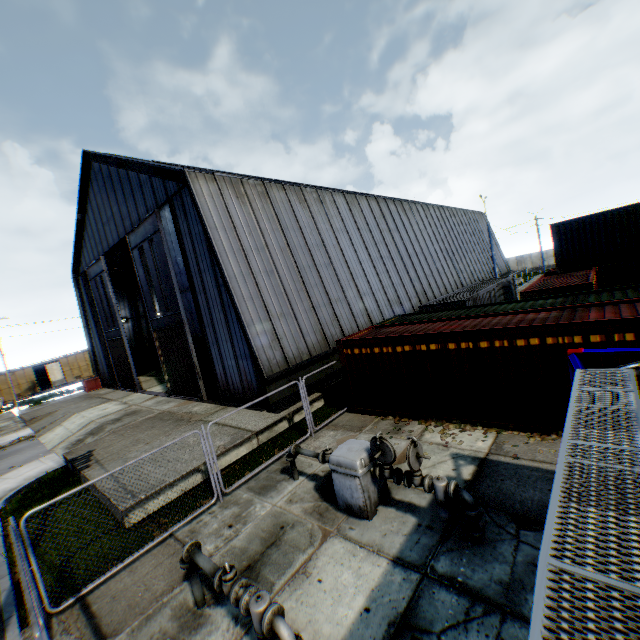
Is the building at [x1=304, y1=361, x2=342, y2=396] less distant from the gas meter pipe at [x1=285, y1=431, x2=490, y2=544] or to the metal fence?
the metal fence

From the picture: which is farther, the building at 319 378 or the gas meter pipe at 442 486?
the building at 319 378

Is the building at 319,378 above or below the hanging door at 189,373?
below

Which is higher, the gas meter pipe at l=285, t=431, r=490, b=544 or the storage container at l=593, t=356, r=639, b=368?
the storage container at l=593, t=356, r=639, b=368

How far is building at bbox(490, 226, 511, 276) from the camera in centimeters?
4442cm

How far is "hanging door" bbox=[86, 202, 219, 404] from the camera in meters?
16.8

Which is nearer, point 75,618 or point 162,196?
point 75,618

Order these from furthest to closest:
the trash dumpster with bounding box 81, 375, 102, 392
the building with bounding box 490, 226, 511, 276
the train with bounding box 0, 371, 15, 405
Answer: the building with bounding box 490, 226, 511, 276, the train with bounding box 0, 371, 15, 405, the trash dumpster with bounding box 81, 375, 102, 392
